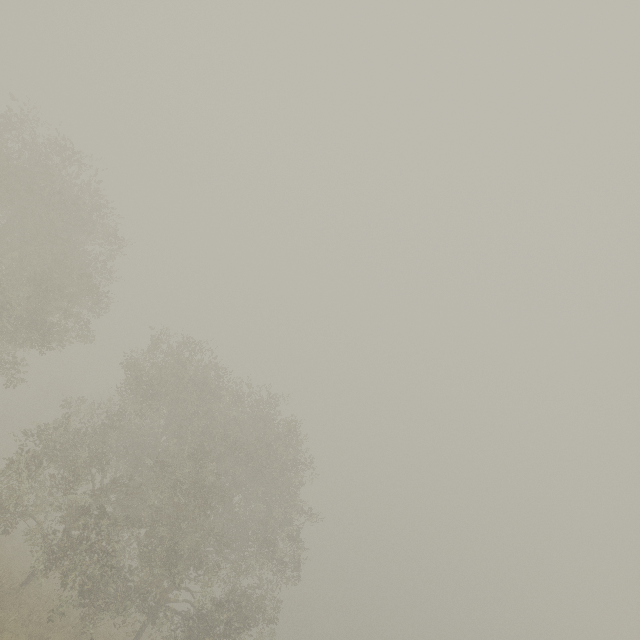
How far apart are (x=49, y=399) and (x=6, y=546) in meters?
40.5
